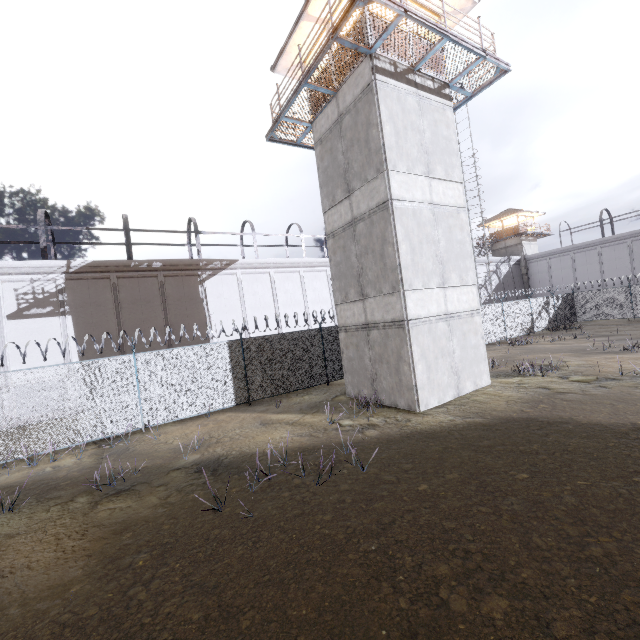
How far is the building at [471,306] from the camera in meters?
10.6

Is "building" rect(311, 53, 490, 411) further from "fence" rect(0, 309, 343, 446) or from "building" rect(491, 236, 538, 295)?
"building" rect(491, 236, 538, 295)

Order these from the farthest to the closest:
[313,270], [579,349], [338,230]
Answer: [313,270], [579,349], [338,230]

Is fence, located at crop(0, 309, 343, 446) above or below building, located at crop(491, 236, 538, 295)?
below

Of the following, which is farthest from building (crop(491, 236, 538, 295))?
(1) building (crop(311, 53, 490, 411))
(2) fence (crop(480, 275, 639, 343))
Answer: (1) building (crop(311, 53, 490, 411))

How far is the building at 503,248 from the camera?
41.4m

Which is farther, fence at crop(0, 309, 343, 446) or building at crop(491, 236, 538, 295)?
building at crop(491, 236, 538, 295)
